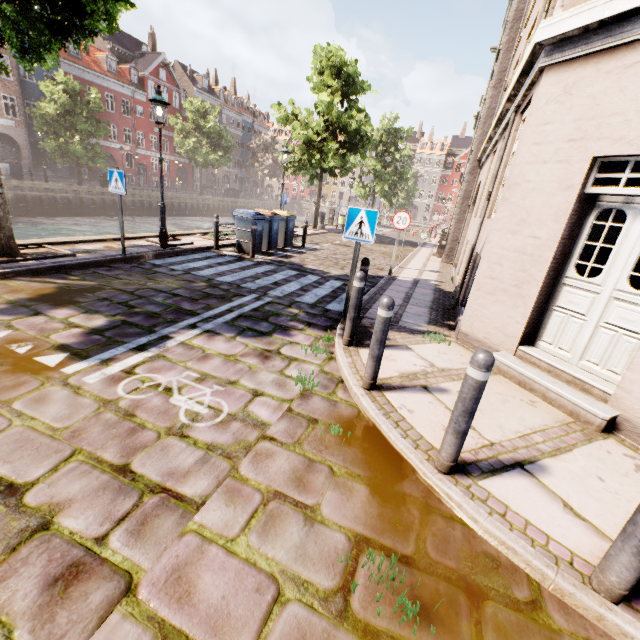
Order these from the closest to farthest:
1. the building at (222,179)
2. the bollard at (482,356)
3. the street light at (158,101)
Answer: the bollard at (482,356)
the street light at (158,101)
the building at (222,179)

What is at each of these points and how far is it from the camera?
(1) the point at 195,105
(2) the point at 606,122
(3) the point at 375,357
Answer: (1) tree, 36.5 meters
(2) building, 3.7 meters
(3) bollard, 3.6 meters

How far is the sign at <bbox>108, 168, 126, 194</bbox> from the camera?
7.10m

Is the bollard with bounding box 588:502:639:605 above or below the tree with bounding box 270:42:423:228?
below

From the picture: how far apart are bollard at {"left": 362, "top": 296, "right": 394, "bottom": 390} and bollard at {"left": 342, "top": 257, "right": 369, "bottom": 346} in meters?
1.0

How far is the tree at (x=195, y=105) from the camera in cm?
3631

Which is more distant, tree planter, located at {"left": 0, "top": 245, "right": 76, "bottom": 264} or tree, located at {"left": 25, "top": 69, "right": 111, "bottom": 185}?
tree, located at {"left": 25, "top": 69, "right": 111, "bottom": 185}

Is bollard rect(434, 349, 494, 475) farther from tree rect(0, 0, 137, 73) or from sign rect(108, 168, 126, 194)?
sign rect(108, 168, 126, 194)
